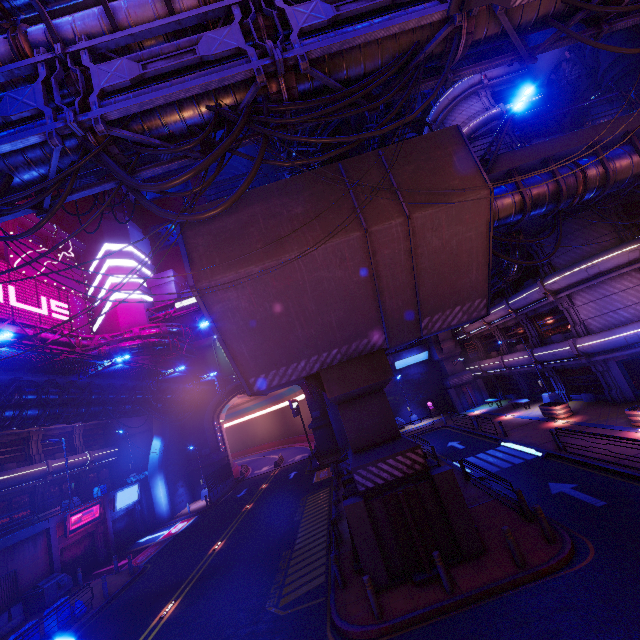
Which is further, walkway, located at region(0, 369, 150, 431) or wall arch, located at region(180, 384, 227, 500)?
wall arch, located at region(180, 384, 227, 500)

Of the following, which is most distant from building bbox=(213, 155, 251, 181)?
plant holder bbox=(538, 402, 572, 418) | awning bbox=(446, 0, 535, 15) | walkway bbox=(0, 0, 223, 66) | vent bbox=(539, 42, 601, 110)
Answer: awning bbox=(446, 0, 535, 15)

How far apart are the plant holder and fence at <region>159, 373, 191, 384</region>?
28.95m

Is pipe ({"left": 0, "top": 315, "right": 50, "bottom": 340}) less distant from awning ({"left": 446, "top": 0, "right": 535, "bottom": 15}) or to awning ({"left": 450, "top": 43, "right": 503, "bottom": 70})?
awning ({"left": 446, "top": 0, "right": 535, "bottom": 15})

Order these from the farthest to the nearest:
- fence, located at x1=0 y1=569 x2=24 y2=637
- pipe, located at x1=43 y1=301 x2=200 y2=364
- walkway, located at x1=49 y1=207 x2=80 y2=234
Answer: walkway, located at x1=49 y1=207 x2=80 y2=234, pipe, located at x1=43 y1=301 x2=200 y2=364, fence, located at x1=0 y1=569 x2=24 y2=637

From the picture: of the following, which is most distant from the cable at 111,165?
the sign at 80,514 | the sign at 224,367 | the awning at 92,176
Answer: the sign at 224,367

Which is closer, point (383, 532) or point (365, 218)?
point (365, 218)

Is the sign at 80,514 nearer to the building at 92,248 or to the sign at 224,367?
the building at 92,248
